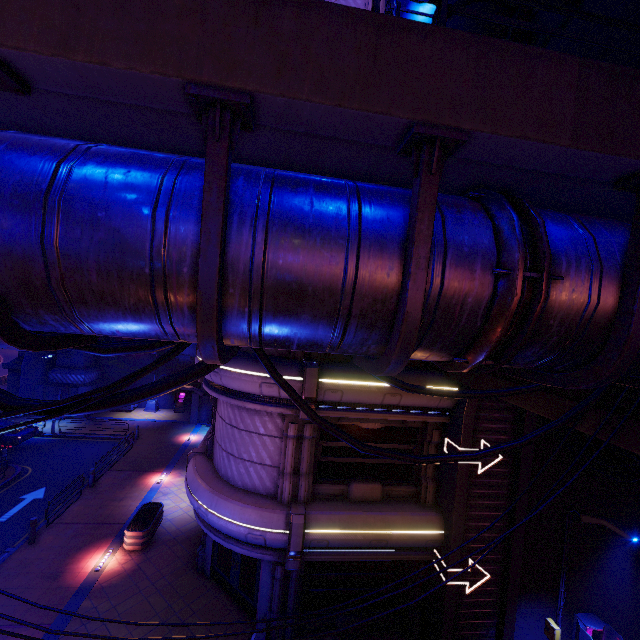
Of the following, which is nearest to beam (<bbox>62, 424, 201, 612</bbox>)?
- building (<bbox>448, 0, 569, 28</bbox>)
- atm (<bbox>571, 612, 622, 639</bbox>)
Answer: atm (<bbox>571, 612, 622, 639</bbox>)

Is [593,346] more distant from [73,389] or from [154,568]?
[73,389]

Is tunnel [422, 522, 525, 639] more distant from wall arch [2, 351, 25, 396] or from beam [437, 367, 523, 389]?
wall arch [2, 351, 25, 396]

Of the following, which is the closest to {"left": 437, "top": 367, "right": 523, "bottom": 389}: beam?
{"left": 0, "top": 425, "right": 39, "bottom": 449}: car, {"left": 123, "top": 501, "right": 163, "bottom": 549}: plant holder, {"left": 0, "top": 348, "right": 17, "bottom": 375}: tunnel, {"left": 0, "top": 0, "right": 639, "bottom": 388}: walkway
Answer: {"left": 0, "top": 0, "right": 639, "bottom": 388}: walkway

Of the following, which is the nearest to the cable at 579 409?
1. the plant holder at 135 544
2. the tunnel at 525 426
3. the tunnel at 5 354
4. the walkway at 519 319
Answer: the walkway at 519 319

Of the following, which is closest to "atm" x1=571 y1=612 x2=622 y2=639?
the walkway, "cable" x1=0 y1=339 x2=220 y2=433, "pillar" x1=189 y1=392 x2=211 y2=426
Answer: "cable" x1=0 y1=339 x2=220 y2=433

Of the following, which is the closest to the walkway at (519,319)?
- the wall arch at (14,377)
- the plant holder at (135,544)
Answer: the wall arch at (14,377)

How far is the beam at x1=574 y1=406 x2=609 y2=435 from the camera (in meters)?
5.42
